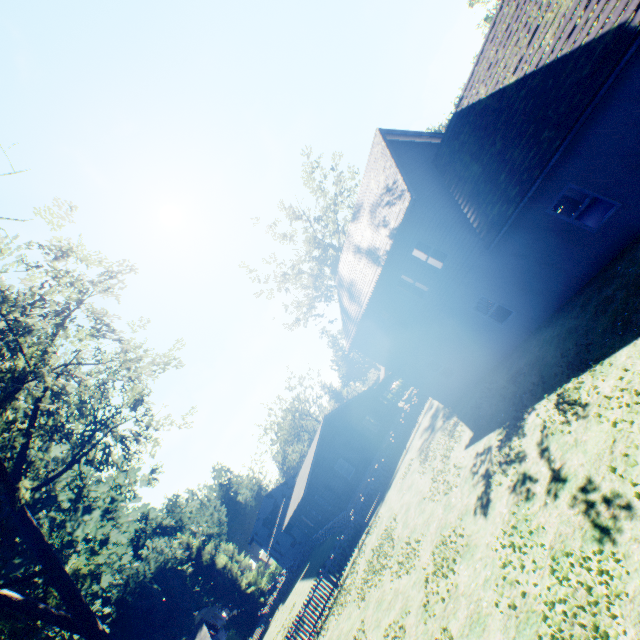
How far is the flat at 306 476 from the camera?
27.19m

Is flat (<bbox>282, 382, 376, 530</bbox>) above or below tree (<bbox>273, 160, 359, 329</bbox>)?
below

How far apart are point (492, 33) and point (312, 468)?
28.8m

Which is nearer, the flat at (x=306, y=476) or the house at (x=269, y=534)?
the flat at (x=306, y=476)

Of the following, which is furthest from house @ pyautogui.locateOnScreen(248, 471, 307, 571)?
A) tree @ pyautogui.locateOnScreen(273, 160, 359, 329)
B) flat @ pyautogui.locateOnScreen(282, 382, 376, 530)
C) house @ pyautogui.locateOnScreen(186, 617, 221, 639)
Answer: tree @ pyautogui.locateOnScreen(273, 160, 359, 329)

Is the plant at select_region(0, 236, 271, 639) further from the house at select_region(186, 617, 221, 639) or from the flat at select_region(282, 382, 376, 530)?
the flat at select_region(282, 382, 376, 530)

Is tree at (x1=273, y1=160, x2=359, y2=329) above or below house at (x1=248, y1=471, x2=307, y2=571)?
above

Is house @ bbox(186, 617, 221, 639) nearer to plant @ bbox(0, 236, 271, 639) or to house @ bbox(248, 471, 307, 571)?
plant @ bbox(0, 236, 271, 639)
